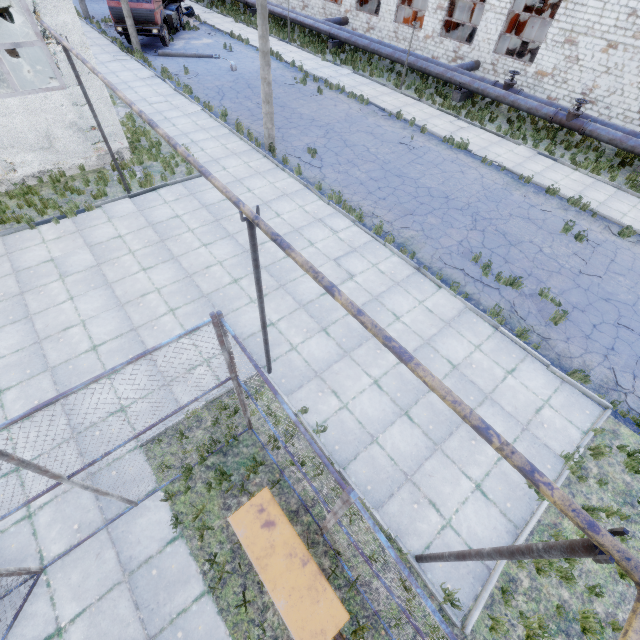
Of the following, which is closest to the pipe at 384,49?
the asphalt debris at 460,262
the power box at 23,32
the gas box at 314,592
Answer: the power box at 23,32

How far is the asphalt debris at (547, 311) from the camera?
9.6 meters

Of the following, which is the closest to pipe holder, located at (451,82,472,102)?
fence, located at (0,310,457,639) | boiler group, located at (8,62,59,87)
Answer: boiler group, located at (8,62,59,87)

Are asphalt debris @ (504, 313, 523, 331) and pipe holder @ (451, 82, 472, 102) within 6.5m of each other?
no

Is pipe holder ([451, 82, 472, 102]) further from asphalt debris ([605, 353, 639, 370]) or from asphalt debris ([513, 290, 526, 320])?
asphalt debris ([605, 353, 639, 370])

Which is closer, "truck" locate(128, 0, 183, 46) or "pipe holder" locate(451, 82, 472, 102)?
"pipe holder" locate(451, 82, 472, 102)

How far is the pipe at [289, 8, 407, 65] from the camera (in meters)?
22.33

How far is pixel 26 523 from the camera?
5.8 meters
